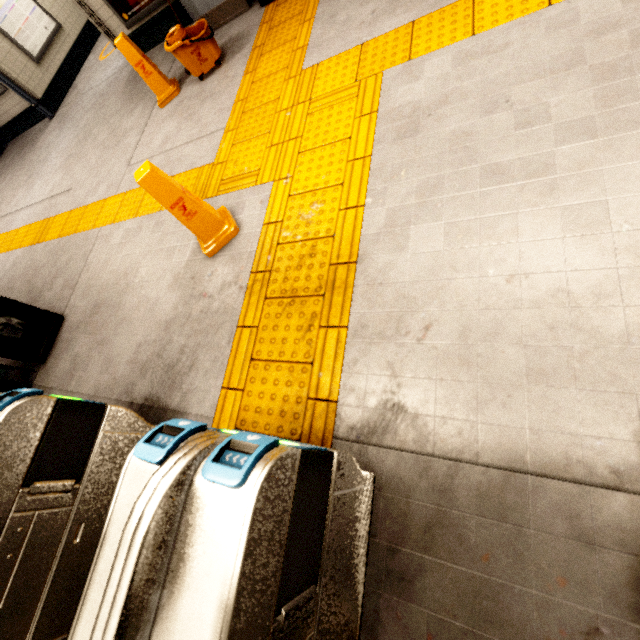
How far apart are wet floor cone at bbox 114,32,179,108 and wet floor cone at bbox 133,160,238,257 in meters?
2.9

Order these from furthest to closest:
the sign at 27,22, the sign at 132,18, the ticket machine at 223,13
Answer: the sign at 27,22, the sign at 132,18, the ticket machine at 223,13

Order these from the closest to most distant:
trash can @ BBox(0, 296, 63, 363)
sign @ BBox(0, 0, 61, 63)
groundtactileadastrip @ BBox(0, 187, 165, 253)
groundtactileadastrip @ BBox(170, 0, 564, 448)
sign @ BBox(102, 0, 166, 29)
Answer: groundtactileadastrip @ BBox(170, 0, 564, 448), trash can @ BBox(0, 296, 63, 363), groundtactileadastrip @ BBox(0, 187, 165, 253), sign @ BBox(102, 0, 166, 29), sign @ BBox(0, 0, 61, 63)

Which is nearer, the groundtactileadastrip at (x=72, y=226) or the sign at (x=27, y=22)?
the groundtactileadastrip at (x=72, y=226)

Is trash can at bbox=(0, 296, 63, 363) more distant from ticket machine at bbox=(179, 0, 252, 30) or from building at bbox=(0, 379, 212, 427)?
ticket machine at bbox=(179, 0, 252, 30)

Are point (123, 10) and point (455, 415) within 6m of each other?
no

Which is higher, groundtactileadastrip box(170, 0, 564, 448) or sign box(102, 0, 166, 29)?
sign box(102, 0, 166, 29)

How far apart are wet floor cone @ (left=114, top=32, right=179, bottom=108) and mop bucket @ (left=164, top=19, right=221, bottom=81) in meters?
0.4
